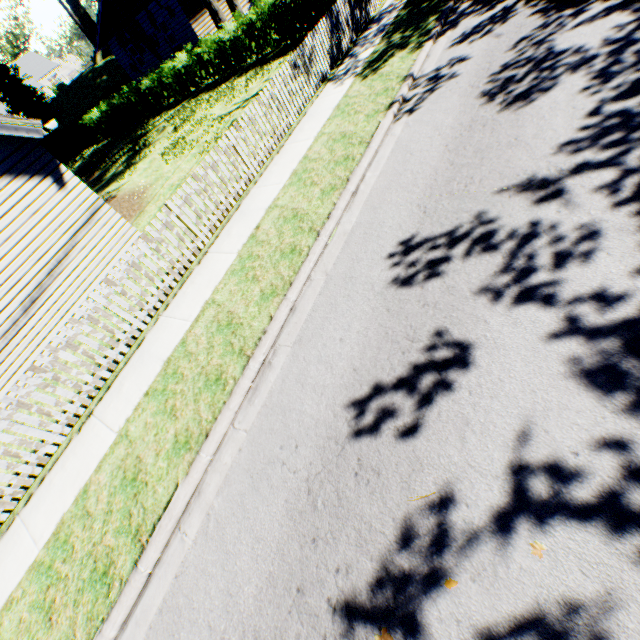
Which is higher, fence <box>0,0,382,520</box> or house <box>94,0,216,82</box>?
house <box>94,0,216,82</box>

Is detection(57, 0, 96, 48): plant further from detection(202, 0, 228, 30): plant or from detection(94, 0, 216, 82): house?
detection(202, 0, 228, 30): plant

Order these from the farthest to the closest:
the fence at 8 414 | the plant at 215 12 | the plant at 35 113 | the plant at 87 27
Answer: the plant at 87 27 < the plant at 35 113 < the plant at 215 12 < the fence at 8 414

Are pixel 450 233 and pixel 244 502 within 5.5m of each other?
yes

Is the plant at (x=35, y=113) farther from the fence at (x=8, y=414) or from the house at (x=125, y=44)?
the fence at (x=8, y=414)

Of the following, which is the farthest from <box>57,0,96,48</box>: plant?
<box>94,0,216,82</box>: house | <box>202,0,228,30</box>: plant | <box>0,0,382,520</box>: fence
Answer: <box>0,0,382,520</box>: fence

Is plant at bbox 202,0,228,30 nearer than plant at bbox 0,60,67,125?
Yes
